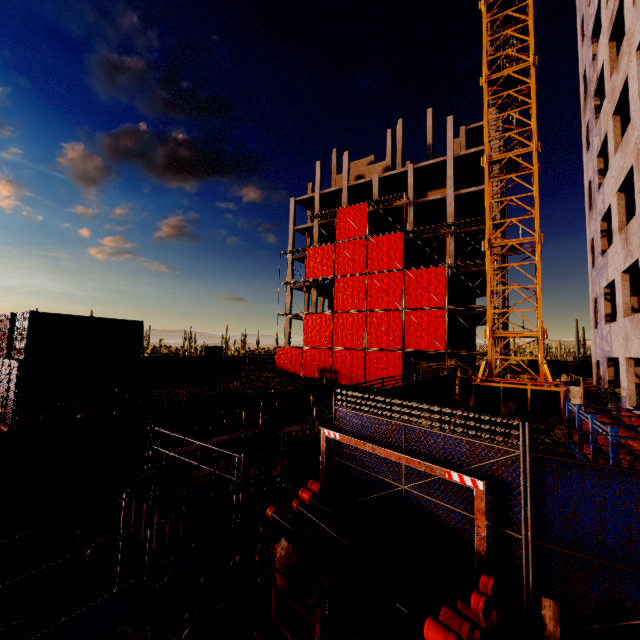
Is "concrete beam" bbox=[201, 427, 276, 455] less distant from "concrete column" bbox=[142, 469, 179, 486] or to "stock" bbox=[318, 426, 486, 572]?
"concrete column" bbox=[142, 469, 179, 486]

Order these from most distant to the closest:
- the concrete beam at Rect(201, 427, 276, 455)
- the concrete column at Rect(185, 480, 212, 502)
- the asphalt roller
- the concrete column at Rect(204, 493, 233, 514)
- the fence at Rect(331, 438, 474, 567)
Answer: the asphalt roller < the concrete beam at Rect(201, 427, 276, 455) < the concrete column at Rect(185, 480, 212, 502) < the concrete column at Rect(204, 493, 233, 514) < the fence at Rect(331, 438, 474, 567)

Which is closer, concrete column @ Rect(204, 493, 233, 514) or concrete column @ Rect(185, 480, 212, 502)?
concrete column @ Rect(204, 493, 233, 514)

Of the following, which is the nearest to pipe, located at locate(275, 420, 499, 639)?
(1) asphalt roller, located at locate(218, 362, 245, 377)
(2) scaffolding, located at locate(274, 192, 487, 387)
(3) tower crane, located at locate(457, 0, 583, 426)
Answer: (2) scaffolding, located at locate(274, 192, 487, 387)

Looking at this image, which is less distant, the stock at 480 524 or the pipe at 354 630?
the pipe at 354 630

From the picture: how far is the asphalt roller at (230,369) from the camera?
31.4 meters

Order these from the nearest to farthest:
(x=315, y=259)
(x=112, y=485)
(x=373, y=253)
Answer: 1. (x=112, y=485)
2. (x=373, y=253)
3. (x=315, y=259)

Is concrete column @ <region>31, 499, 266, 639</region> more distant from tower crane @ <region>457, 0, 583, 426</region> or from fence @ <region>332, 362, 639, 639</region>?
tower crane @ <region>457, 0, 583, 426</region>
